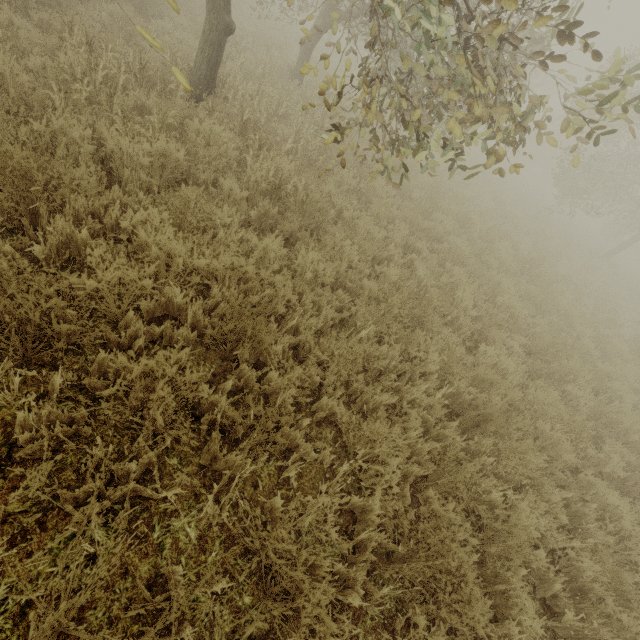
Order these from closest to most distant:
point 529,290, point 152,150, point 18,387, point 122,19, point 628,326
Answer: point 18,387, point 152,150, point 122,19, point 529,290, point 628,326
